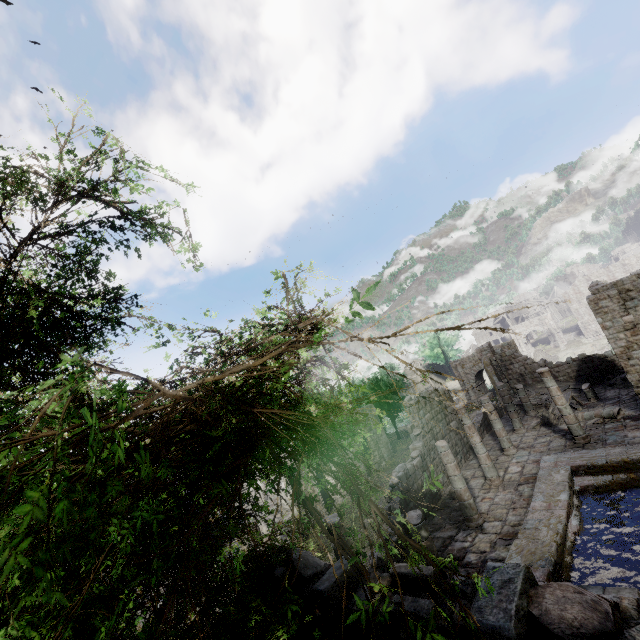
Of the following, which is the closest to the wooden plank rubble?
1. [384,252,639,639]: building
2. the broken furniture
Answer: [384,252,639,639]: building

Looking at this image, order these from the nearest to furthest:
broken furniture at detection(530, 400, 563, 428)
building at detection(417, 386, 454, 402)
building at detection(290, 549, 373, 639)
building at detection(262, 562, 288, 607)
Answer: building at detection(290, 549, 373, 639) → building at detection(262, 562, 288, 607) → building at detection(417, 386, 454, 402) → broken furniture at detection(530, 400, 563, 428)

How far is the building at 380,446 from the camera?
31.9 meters

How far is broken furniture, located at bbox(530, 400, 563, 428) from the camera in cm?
2020

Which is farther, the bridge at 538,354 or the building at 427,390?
the bridge at 538,354

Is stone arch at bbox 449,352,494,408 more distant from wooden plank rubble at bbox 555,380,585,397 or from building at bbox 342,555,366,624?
wooden plank rubble at bbox 555,380,585,397

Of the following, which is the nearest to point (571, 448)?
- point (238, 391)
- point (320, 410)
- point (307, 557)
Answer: point (307, 557)

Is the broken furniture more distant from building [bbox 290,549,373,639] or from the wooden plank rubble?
the wooden plank rubble
